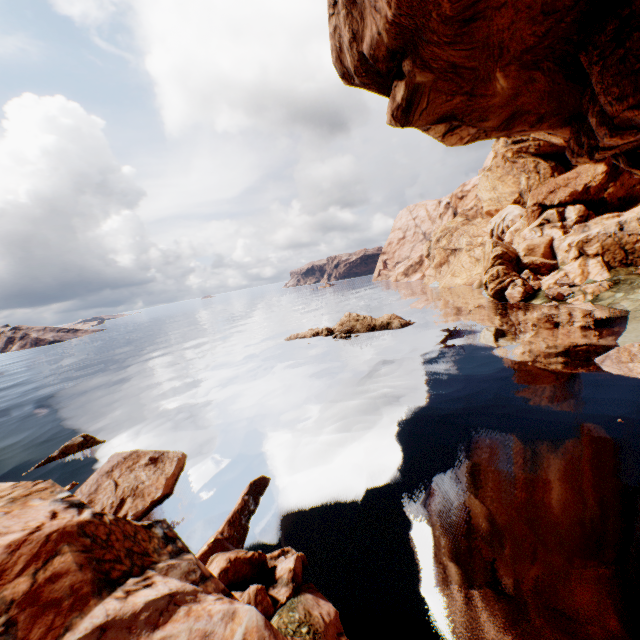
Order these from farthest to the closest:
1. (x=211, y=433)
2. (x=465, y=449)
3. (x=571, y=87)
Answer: (x=211, y=433)
(x=571, y=87)
(x=465, y=449)

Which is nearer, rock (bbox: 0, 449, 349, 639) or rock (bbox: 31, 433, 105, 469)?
rock (bbox: 0, 449, 349, 639)

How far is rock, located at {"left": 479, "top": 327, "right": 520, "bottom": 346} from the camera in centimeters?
2658cm

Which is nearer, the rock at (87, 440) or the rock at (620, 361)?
the rock at (620, 361)

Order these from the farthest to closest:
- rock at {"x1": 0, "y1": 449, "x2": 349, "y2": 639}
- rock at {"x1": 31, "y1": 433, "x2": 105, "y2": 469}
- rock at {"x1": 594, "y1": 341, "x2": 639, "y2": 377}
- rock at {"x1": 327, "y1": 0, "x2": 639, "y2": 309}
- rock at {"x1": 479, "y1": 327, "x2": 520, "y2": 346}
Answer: rock at {"x1": 479, "y1": 327, "x2": 520, "y2": 346}, rock at {"x1": 31, "y1": 433, "x2": 105, "y2": 469}, rock at {"x1": 594, "y1": 341, "x2": 639, "y2": 377}, rock at {"x1": 327, "y1": 0, "x2": 639, "y2": 309}, rock at {"x1": 0, "y1": 449, "x2": 349, "y2": 639}

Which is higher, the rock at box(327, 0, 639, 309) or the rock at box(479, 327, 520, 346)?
the rock at box(327, 0, 639, 309)

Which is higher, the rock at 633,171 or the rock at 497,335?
the rock at 633,171
